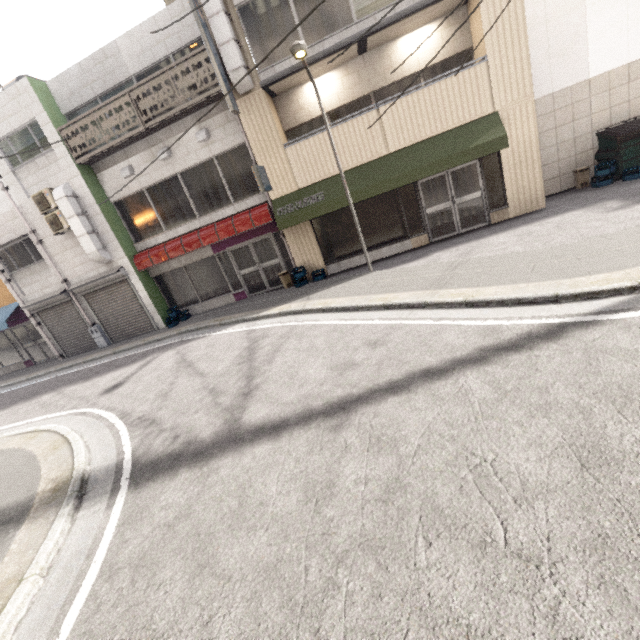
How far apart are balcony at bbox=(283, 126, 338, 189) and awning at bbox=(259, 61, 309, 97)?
1.5 meters

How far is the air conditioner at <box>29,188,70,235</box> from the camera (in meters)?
11.14

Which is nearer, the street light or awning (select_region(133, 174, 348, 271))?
the street light

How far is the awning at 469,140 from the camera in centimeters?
892cm

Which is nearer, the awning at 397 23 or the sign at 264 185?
the awning at 397 23

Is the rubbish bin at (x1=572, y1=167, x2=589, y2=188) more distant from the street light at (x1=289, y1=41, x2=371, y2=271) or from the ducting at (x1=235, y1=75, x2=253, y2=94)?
the ducting at (x1=235, y1=75, x2=253, y2=94)

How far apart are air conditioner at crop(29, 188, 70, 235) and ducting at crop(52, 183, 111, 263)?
0.0 meters

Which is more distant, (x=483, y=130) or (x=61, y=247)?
(x=61, y=247)
